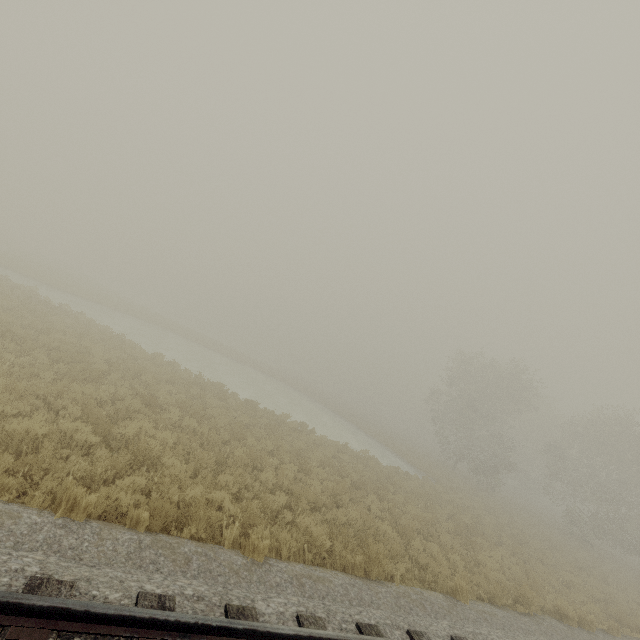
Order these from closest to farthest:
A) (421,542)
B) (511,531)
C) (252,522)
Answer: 1. (252,522)
2. (421,542)
3. (511,531)
